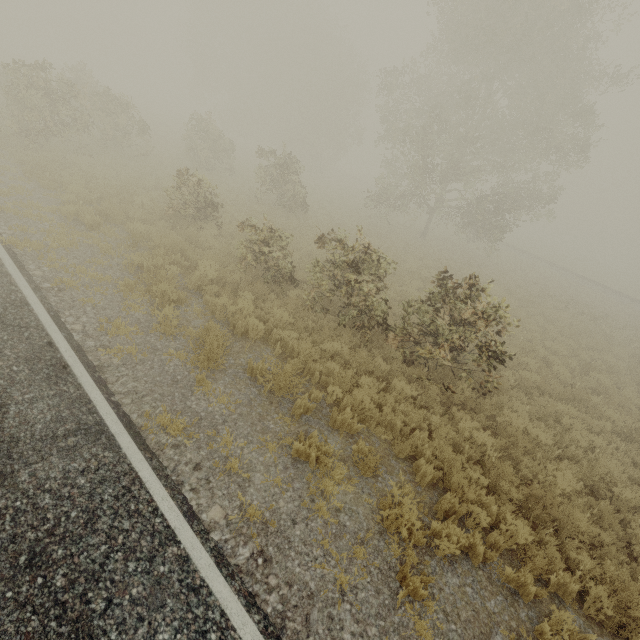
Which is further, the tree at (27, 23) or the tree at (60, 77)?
the tree at (27, 23)

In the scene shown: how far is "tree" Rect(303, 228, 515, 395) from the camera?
7.3 meters

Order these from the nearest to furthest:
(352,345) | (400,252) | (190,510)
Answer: (190,510) → (352,345) → (400,252)

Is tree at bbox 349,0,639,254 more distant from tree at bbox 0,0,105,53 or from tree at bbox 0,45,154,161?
tree at bbox 0,0,105,53

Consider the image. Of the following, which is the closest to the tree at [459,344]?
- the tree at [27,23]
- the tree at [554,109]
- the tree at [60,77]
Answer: the tree at [554,109]

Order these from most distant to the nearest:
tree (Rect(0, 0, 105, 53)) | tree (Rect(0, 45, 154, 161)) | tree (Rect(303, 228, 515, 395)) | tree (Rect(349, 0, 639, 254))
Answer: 1. tree (Rect(0, 0, 105, 53))
2. tree (Rect(349, 0, 639, 254))
3. tree (Rect(0, 45, 154, 161))
4. tree (Rect(303, 228, 515, 395))

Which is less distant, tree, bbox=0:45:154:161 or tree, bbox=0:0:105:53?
tree, bbox=0:45:154:161

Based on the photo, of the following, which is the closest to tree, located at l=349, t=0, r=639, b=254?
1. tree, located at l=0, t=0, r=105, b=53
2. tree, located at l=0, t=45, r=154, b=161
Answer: tree, located at l=0, t=45, r=154, b=161
